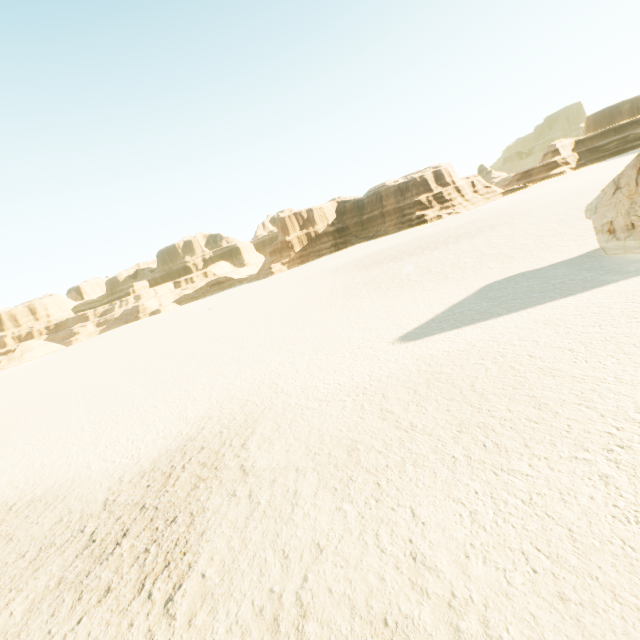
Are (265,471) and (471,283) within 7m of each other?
no
